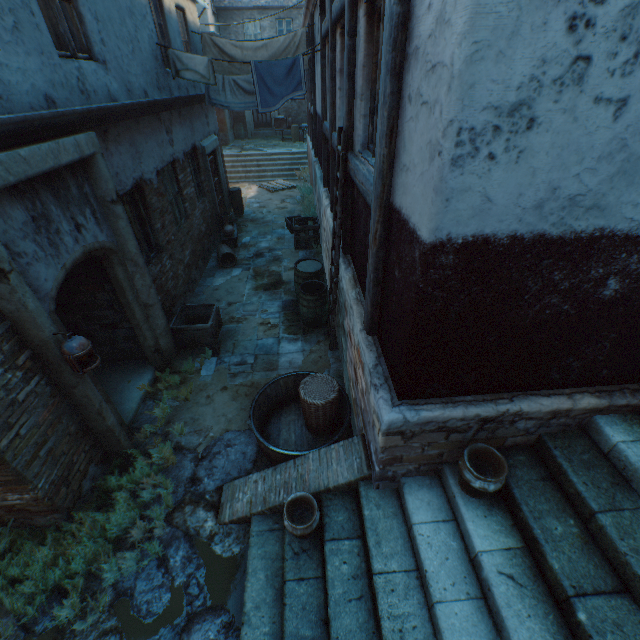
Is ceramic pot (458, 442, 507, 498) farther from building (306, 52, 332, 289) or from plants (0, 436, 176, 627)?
plants (0, 436, 176, 627)

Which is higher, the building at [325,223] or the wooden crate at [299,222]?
the building at [325,223]

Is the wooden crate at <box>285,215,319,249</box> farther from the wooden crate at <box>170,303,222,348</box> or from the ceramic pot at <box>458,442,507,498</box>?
the ceramic pot at <box>458,442,507,498</box>

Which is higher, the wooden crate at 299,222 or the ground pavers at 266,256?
the wooden crate at 299,222

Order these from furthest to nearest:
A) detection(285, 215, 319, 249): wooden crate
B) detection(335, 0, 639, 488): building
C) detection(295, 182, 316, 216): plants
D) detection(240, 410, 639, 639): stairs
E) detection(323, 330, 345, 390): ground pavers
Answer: detection(295, 182, 316, 216): plants, detection(285, 215, 319, 249): wooden crate, detection(323, 330, 345, 390): ground pavers, detection(240, 410, 639, 639): stairs, detection(335, 0, 639, 488): building

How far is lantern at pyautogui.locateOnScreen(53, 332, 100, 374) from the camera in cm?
320

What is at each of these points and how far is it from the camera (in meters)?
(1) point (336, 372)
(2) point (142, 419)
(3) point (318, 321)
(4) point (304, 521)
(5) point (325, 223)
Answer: (1) ground pavers, 5.71
(2) ground stones, 4.98
(3) barrel, 6.65
(4) ceramic pot, 3.29
(5) building, 7.61

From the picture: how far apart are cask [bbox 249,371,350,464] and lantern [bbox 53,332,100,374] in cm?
186
